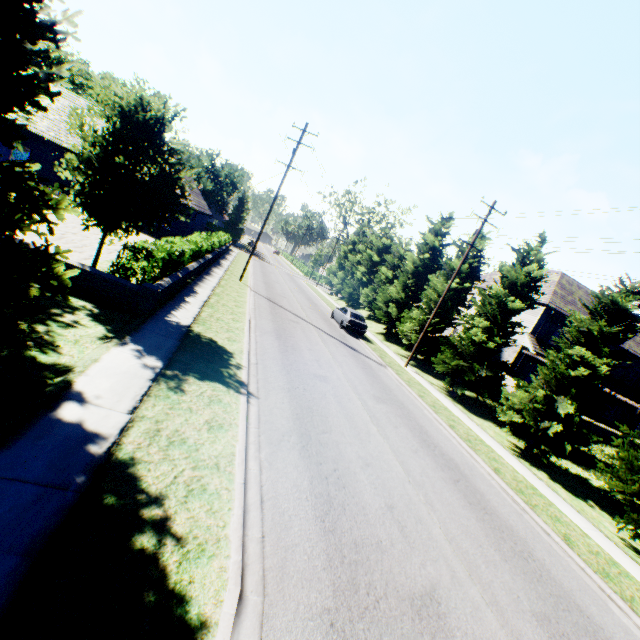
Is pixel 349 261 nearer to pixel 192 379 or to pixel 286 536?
pixel 192 379

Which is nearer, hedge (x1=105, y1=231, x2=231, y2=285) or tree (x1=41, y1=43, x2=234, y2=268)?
tree (x1=41, y1=43, x2=234, y2=268)

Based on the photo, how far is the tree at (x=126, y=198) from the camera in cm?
909

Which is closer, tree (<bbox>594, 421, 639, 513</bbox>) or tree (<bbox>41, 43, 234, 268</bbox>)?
tree (<bbox>41, 43, 234, 268</bbox>)

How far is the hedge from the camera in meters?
10.5

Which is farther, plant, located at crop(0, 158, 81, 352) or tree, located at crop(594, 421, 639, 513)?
tree, located at crop(594, 421, 639, 513)
